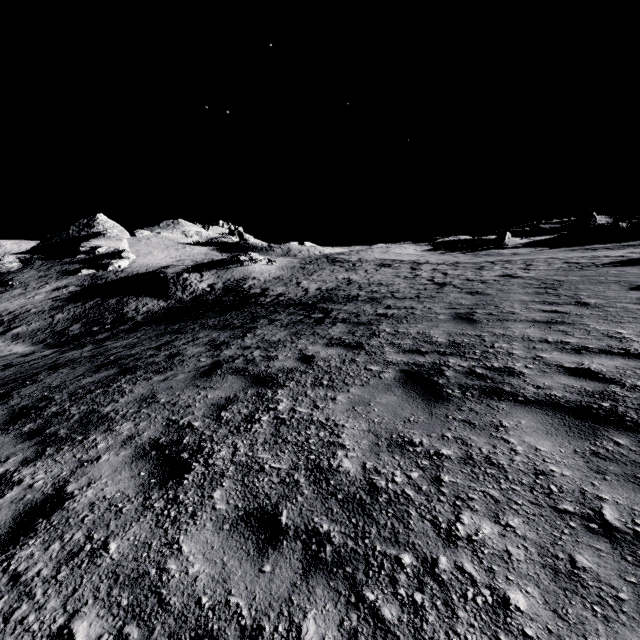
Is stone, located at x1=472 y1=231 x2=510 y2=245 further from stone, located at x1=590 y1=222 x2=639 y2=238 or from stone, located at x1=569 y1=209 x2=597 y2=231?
stone, located at x1=590 y1=222 x2=639 y2=238

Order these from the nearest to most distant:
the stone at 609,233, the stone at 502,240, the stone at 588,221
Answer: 1. the stone at 609,233
2. the stone at 502,240
3. the stone at 588,221

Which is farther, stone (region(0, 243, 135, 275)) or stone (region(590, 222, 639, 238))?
stone (region(0, 243, 135, 275))

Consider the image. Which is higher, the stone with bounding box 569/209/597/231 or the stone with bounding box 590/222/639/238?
the stone with bounding box 569/209/597/231

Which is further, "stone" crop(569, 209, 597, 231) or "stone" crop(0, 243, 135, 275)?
"stone" crop(569, 209, 597, 231)

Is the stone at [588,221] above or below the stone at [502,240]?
above

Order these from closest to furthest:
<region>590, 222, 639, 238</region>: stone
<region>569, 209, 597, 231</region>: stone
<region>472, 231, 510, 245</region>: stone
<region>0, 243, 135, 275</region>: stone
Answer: <region>590, 222, 639, 238</region>: stone → <region>0, 243, 135, 275</region>: stone → <region>472, 231, 510, 245</region>: stone → <region>569, 209, 597, 231</region>: stone

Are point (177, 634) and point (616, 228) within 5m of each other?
no
